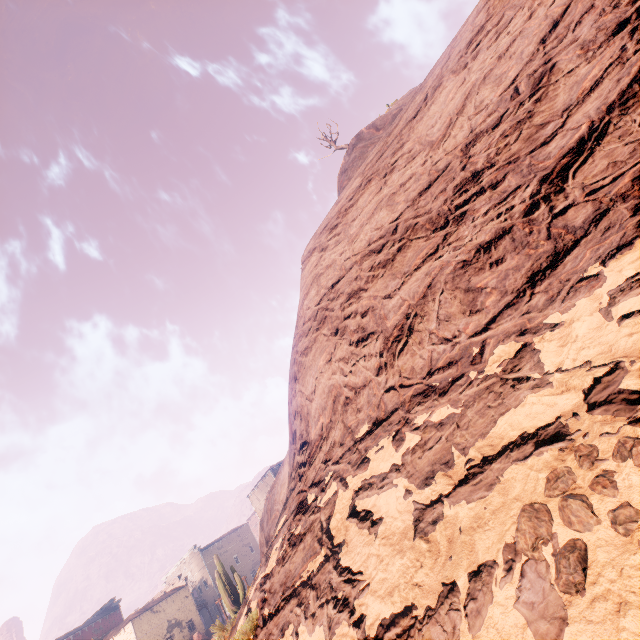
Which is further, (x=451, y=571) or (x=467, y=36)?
(x=467, y=36)

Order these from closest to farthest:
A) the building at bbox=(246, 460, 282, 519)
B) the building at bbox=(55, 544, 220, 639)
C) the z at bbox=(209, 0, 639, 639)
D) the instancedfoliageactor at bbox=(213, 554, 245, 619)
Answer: the z at bbox=(209, 0, 639, 639) → the instancedfoliageactor at bbox=(213, 554, 245, 619) → the building at bbox=(55, 544, 220, 639) → the building at bbox=(246, 460, 282, 519)

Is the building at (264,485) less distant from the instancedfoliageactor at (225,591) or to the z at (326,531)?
the z at (326,531)

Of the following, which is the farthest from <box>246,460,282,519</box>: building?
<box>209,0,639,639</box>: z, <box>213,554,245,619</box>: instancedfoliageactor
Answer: <box>213,554,245,619</box>: instancedfoliageactor

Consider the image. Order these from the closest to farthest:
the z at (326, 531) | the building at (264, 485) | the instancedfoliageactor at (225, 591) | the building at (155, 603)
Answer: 1. the z at (326, 531)
2. the instancedfoliageactor at (225, 591)
3. the building at (155, 603)
4. the building at (264, 485)

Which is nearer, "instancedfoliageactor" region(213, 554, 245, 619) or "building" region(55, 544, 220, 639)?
"instancedfoliageactor" region(213, 554, 245, 619)
